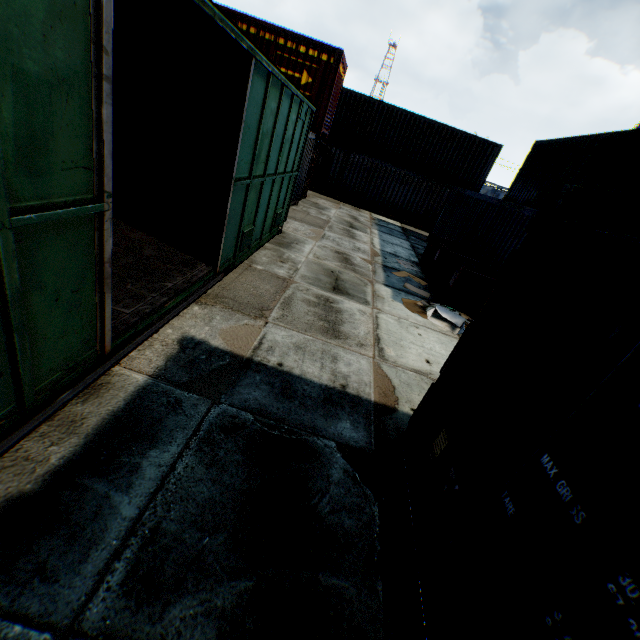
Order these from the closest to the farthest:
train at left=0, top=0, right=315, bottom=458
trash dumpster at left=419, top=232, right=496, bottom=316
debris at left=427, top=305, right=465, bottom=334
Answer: train at left=0, top=0, right=315, bottom=458 → debris at left=427, top=305, right=465, bottom=334 → trash dumpster at left=419, top=232, right=496, bottom=316

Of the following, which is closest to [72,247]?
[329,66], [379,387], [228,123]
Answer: [379,387]

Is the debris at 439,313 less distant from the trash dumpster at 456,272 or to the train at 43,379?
the trash dumpster at 456,272

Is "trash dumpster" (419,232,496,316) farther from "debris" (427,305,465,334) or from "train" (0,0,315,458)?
"train" (0,0,315,458)

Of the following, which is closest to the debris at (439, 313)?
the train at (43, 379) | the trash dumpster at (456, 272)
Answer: the trash dumpster at (456, 272)

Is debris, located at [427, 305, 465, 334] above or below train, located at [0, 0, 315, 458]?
below

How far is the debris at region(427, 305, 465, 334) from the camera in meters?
7.5 m
